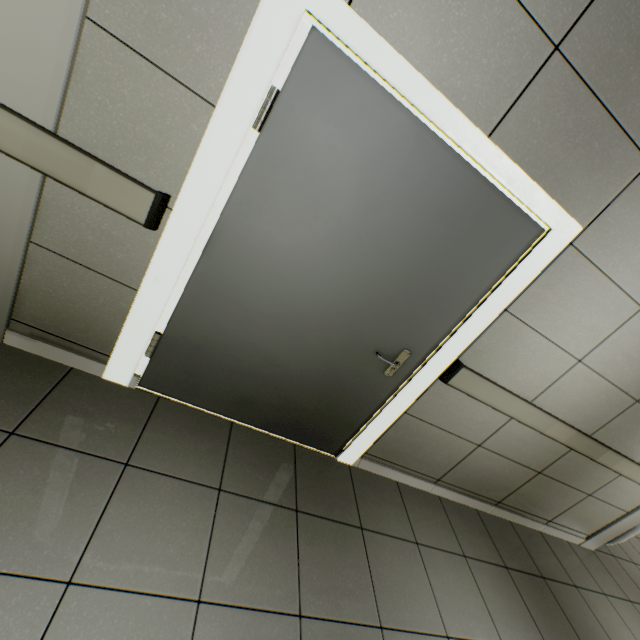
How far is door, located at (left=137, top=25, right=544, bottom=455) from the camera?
1.4m

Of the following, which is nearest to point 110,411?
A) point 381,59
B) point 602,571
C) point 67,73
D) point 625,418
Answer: point 67,73

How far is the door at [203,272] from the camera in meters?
1.4 m
